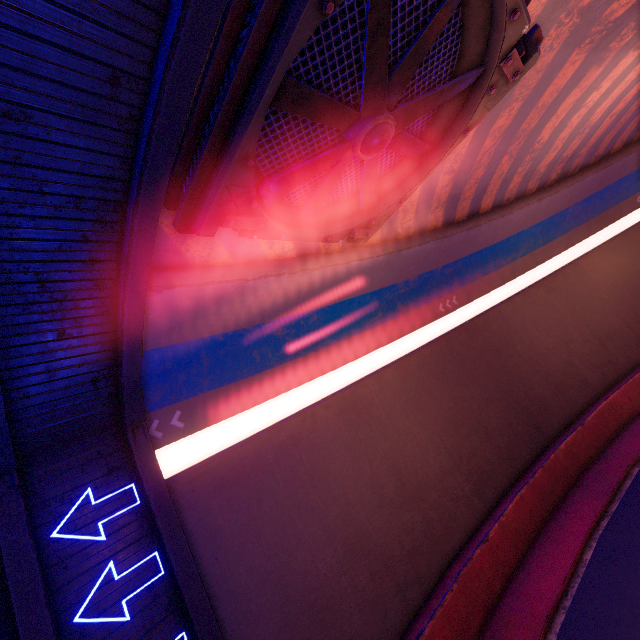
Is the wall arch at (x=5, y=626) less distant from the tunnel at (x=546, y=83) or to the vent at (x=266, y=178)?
the tunnel at (x=546, y=83)

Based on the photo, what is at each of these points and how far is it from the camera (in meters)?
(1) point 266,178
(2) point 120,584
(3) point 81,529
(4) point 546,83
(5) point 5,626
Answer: (1) vent, 6.32
(2) tunnel, 5.83
(3) tunnel, 5.94
(4) tunnel, 9.31
(5) wall arch, 4.91

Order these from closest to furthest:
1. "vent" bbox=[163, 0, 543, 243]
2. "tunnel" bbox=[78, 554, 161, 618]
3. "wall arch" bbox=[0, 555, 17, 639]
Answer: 1. "vent" bbox=[163, 0, 543, 243]
2. "wall arch" bbox=[0, 555, 17, 639]
3. "tunnel" bbox=[78, 554, 161, 618]

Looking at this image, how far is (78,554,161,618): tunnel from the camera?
5.49m

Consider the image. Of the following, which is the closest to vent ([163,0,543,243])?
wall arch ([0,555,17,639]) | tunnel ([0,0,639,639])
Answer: tunnel ([0,0,639,639])

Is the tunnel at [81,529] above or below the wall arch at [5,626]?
above

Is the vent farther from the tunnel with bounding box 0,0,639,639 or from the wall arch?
the wall arch
